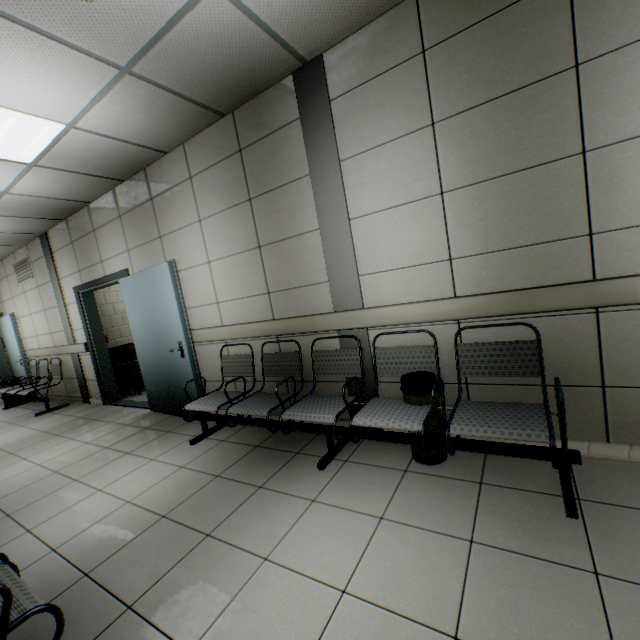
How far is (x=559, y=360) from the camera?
2.2m

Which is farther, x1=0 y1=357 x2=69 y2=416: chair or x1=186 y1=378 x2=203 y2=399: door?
x1=0 y1=357 x2=69 y2=416: chair

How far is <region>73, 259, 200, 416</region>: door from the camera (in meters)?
3.94

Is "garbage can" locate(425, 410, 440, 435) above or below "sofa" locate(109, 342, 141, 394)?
below

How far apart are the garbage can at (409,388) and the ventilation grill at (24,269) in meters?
7.8

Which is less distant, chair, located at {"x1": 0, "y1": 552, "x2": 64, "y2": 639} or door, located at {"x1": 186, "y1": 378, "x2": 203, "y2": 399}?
chair, located at {"x1": 0, "y1": 552, "x2": 64, "y2": 639}

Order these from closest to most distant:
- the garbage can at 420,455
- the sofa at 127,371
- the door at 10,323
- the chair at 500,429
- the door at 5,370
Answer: the chair at 500,429
the garbage can at 420,455
the sofa at 127,371
the door at 10,323
the door at 5,370

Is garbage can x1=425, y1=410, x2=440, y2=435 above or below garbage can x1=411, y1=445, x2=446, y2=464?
above
